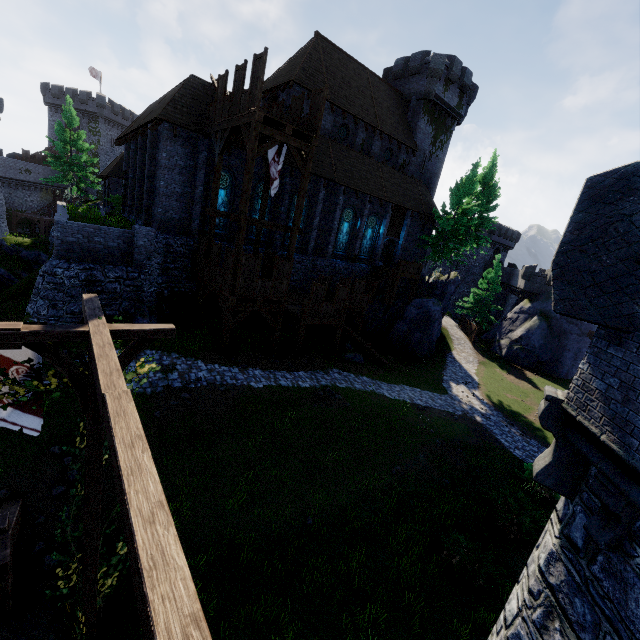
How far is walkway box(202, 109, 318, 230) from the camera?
13.8 meters

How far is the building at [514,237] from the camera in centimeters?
5484cm

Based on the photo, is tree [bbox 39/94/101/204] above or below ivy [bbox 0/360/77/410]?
above

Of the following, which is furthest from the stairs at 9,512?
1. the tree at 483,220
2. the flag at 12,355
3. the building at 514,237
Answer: the building at 514,237

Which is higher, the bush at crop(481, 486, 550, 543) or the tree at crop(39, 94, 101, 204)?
the tree at crop(39, 94, 101, 204)

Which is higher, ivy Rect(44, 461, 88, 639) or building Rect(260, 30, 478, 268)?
building Rect(260, 30, 478, 268)

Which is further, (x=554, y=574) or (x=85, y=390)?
(x=85, y=390)

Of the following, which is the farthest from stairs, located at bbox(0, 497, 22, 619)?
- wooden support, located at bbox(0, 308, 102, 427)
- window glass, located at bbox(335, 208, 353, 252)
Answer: window glass, located at bbox(335, 208, 353, 252)
